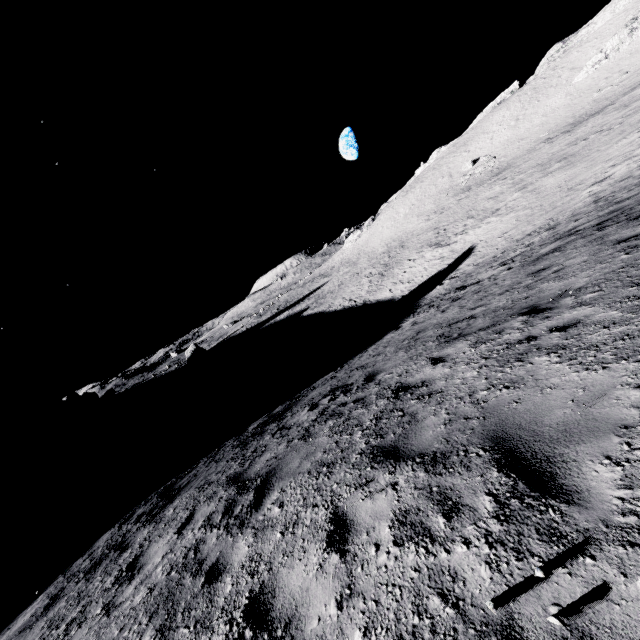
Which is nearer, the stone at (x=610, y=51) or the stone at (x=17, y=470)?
the stone at (x=17, y=470)

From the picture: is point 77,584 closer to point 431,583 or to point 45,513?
point 431,583

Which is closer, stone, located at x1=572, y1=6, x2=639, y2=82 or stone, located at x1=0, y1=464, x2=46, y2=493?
stone, located at x1=0, y1=464, x2=46, y2=493

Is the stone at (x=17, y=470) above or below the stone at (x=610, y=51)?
below

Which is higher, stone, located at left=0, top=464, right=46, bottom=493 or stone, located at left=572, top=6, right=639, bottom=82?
stone, located at left=572, top=6, right=639, bottom=82
